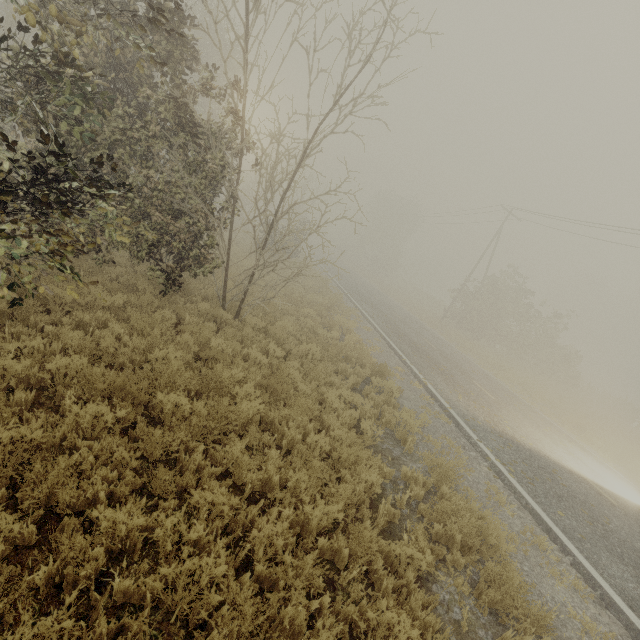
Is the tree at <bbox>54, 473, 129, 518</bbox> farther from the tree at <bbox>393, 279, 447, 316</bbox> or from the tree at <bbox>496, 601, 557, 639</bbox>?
the tree at <bbox>393, 279, 447, 316</bbox>

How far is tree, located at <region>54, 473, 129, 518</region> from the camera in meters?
3.2

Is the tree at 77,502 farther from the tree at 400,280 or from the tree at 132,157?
the tree at 400,280

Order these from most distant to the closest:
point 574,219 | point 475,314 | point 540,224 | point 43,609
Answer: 1. point 475,314
2. point 540,224
3. point 574,219
4. point 43,609

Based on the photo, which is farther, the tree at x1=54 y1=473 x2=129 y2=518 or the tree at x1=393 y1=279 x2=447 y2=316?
the tree at x1=393 y1=279 x2=447 y2=316

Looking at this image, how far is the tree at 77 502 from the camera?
3.23m

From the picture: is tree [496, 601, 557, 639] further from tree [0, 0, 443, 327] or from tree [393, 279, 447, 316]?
tree [393, 279, 447, 316]

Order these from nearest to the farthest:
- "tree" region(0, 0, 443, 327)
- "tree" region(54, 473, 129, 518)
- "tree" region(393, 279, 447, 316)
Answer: "tree" region(54, 473, 129, 518), "tree" region(0, 0, 443, 327), "tree" region(393, 279, 447, 316)
